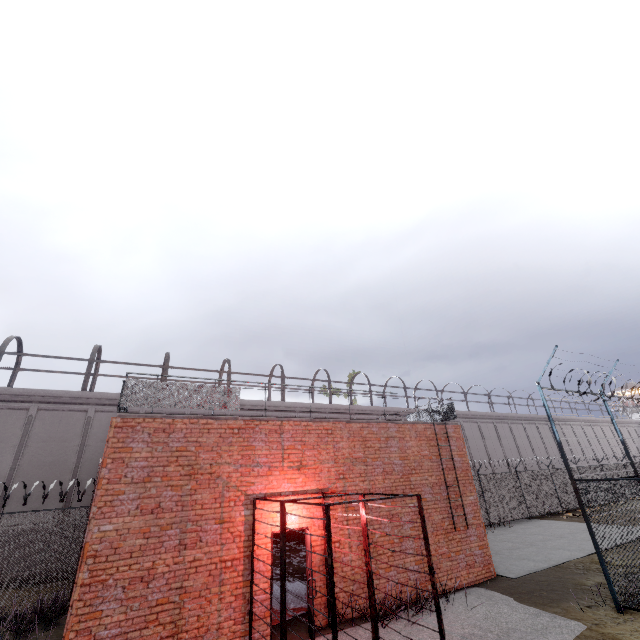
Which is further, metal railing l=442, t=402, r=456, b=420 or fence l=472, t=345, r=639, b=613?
metal railing l=442, t=402, r=456, b=420

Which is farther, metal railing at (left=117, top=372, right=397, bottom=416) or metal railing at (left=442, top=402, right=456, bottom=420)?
metal railing at (left=442, top=402, right=456, bottom=420)

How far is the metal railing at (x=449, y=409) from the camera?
13.4 meters

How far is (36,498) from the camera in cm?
1520

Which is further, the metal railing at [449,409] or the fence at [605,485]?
the metal railing at [449,409]

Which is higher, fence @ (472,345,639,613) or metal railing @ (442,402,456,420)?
metal railing @ (442,402,456,420)

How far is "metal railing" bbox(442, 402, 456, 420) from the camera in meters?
13.4
